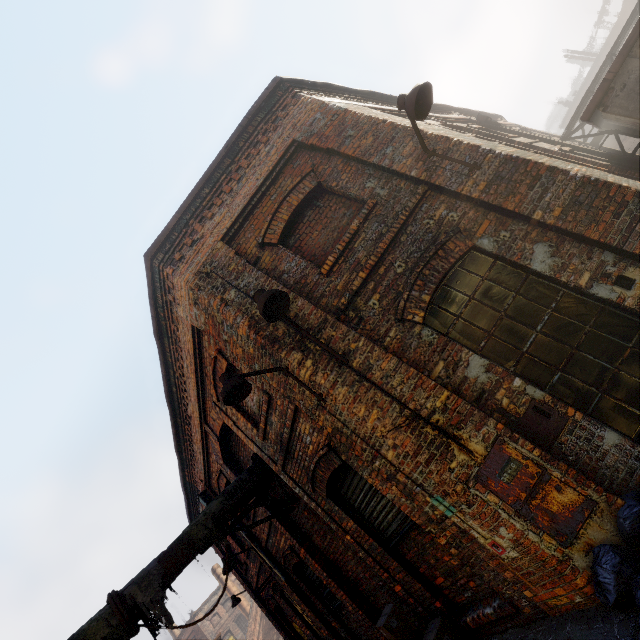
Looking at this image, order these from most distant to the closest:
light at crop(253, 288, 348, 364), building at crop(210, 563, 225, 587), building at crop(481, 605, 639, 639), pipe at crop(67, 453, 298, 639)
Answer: building at crop(210, 563, 225, 587) → pipe at crop(67, 453, 298, 639) → light at crop(253, 288, 348, 364) → building at crop(481, 605, 639, 639)

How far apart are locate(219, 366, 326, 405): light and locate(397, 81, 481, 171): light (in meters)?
3.78

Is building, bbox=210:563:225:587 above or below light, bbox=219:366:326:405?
above

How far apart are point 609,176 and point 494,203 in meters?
1.6

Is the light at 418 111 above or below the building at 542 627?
above

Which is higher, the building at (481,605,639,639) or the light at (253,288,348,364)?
the light at (253,288,348,364)

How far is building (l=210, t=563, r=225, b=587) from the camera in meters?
34.5

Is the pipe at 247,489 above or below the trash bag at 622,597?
above
